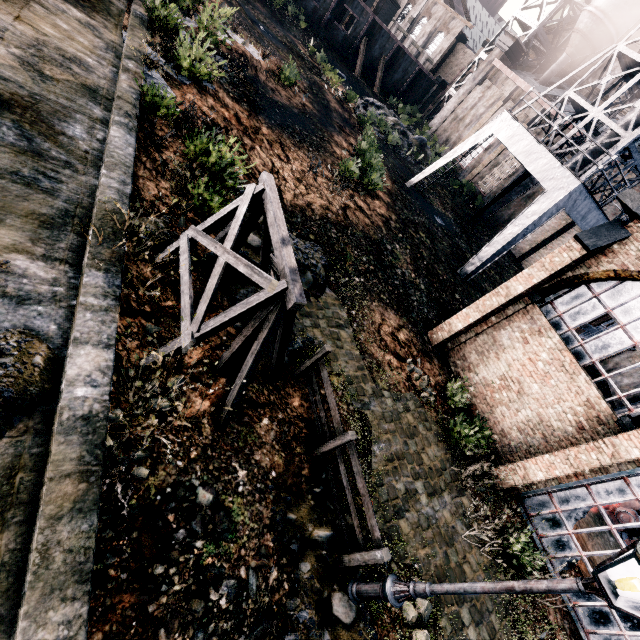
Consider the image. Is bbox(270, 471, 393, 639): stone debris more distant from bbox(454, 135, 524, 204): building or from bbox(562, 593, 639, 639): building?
bbox(454, 135, 524, 204): building

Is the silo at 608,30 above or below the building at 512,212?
above

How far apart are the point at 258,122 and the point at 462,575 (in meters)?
18.67

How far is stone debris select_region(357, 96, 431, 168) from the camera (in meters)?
31.59

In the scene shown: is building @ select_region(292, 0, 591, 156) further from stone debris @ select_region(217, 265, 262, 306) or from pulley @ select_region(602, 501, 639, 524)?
stone debris @ select_region(217, 265, 262, 306)

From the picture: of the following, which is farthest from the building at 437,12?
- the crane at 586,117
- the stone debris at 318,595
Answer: the stone debris at 318,595

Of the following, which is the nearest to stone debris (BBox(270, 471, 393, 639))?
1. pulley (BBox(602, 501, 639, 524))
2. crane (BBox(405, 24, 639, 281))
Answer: pulley (BBox(602, 501, 639, 524))

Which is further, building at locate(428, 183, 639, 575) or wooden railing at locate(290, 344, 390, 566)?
building at locate(428, 183, 639, 575)
